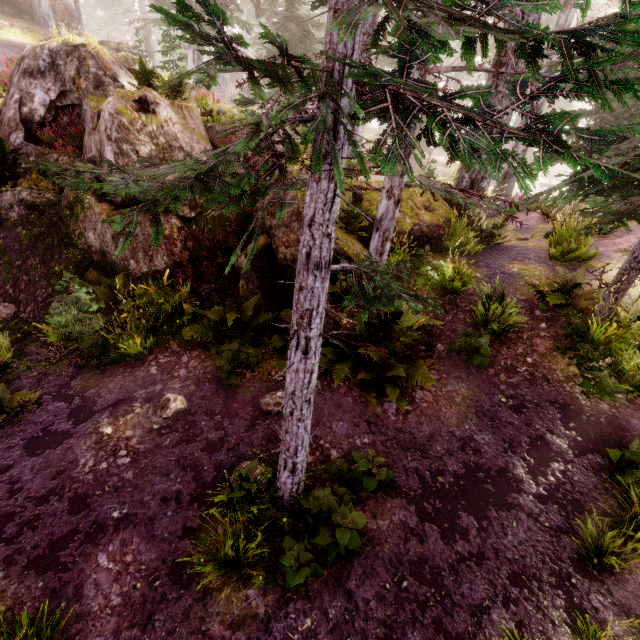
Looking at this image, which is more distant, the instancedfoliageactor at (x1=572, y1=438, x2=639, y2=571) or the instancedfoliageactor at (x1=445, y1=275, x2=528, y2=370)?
the instancedfoliageactor at (x1=445, y1=275, x2=528, y2=370)

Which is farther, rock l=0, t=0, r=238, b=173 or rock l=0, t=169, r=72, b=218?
rock l=0, t=169, r=72, b=218

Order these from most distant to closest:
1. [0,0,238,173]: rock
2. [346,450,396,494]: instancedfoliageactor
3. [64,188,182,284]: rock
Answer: [64,188,182,284]: rock
[0,0,238,173]: rock
[346,450,396,494]: instancedfoliageactor

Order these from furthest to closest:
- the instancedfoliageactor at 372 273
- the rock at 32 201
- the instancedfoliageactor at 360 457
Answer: the rock at 32 201
the instancedfoliageactor at 360 457
the instancedfoliageactor at 372 273

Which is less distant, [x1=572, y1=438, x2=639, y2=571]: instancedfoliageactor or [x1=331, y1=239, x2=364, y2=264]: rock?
[x1=572, y1=438, x2=639, y2=571]: instancedfoliageactor

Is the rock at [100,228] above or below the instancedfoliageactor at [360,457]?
above

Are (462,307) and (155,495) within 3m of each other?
no

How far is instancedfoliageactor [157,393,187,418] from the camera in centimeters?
594cm
